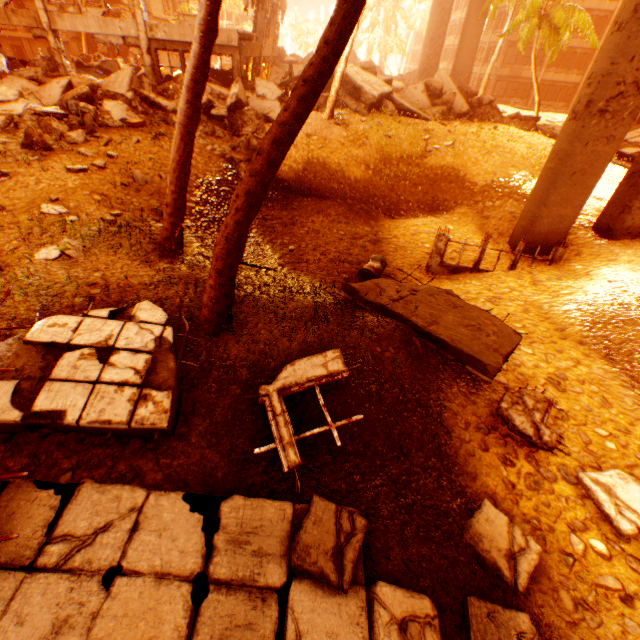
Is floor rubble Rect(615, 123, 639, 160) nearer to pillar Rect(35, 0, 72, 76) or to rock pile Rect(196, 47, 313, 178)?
rock pile Rect(196, 47, 313, 178)

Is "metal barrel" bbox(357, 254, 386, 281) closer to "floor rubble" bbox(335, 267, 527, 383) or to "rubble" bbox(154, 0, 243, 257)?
"floor rubble" bbox(335, 267, 527, 383)

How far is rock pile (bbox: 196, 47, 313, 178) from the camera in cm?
1304

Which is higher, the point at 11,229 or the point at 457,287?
the point at 11,229

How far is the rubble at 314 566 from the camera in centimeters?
331cm

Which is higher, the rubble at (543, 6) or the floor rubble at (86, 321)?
the rubble at (543, 6)

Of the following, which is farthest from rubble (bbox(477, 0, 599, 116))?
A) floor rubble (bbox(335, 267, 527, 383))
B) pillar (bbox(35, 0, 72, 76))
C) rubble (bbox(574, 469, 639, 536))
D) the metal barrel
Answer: the metal barrel

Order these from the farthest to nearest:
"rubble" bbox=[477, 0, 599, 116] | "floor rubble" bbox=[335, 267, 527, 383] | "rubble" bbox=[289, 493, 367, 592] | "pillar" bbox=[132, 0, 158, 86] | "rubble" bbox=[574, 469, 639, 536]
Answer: "rubble" bbox=[477, 0, 599, 116] → "pillar" bbox=[132, 0, 158, 86] → "floor rubble" bbox=[335, 267, 527, 383] → "rubble" bbox=[574, 469, 639, 536] → "rubble" bbox=[289, 493, 367, 592]
